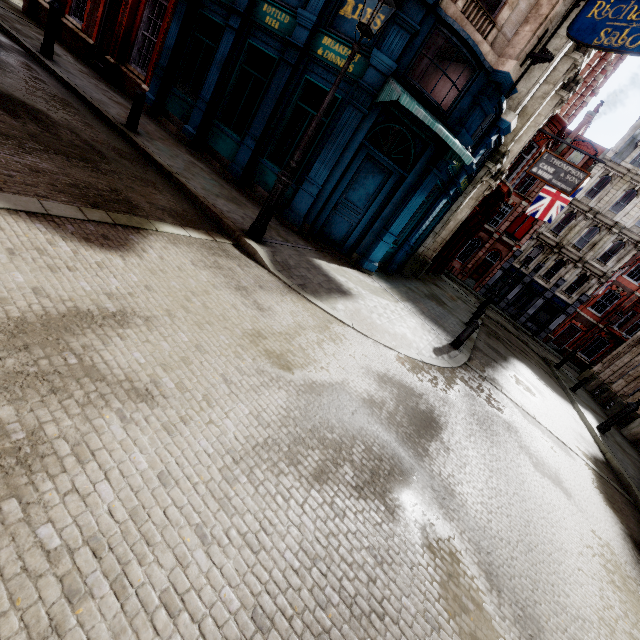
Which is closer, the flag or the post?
the post

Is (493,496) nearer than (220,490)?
No

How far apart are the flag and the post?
21.1 meters

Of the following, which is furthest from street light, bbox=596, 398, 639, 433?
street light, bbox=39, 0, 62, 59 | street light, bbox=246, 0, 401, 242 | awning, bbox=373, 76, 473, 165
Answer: street light, bbox=39, 0, 62, 59

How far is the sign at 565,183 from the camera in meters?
13.4 m

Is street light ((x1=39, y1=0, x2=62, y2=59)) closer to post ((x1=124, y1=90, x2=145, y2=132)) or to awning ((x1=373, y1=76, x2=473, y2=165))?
post ((x1=124, y1=90, x2=145, y2=132))

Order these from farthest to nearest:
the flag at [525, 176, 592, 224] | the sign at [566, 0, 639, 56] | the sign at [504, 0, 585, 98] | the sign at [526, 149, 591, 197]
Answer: the flag at [525, 176, 592, 224], the sign at [526, 149, 591, 197], the sign at [504, 0, 585, 98], the sign at [566, 0, 639, 56]

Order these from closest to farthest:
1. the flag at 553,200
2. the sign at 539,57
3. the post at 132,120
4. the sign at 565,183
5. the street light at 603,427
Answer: the sign at 539,57
the post at 132,120
the street light at 603,427
the sign at 565,183
the flag at 553,200
